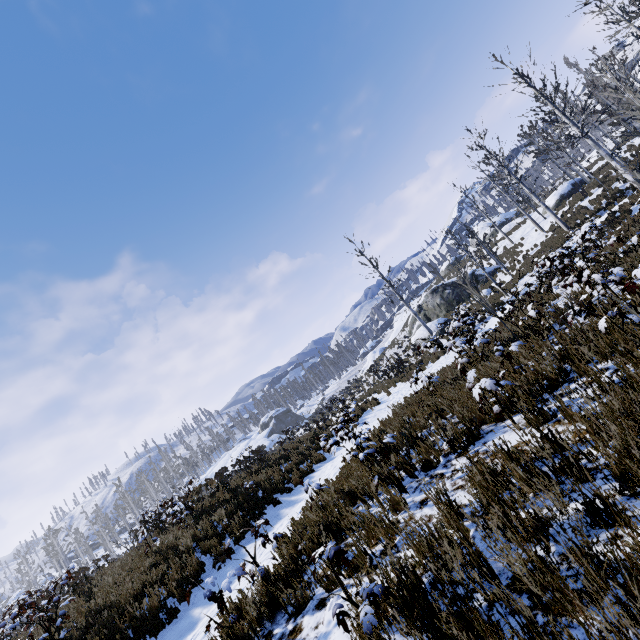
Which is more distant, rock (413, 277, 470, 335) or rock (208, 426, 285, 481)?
rock (208, 426, 285, 481)

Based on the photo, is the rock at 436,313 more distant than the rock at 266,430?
No

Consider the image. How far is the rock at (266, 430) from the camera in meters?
49.8 m

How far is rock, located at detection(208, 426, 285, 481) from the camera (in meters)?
49.83

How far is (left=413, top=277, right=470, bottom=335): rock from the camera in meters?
26.3 m

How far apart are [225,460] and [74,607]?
53.2m
